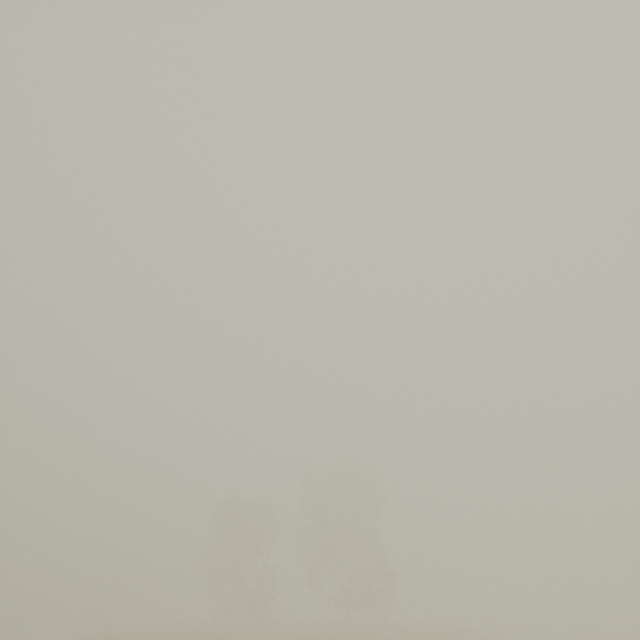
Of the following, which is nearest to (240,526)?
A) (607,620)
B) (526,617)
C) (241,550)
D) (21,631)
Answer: (241,550)
